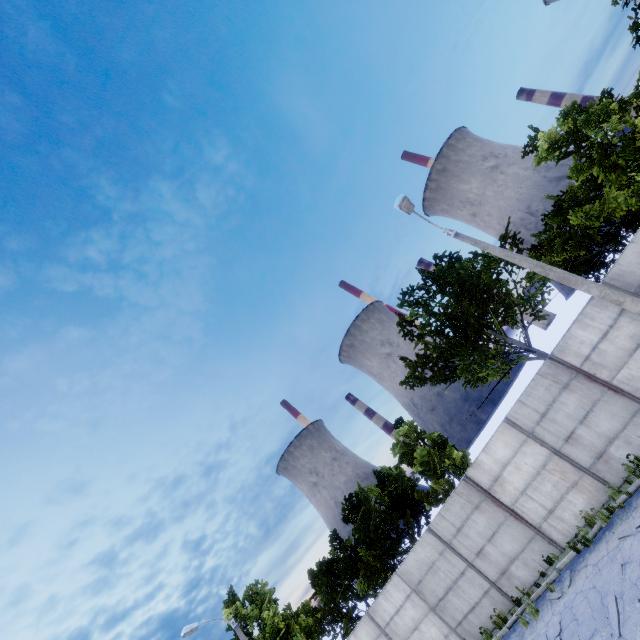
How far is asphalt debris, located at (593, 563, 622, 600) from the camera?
8.20m

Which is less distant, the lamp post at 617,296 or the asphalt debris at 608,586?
the asphalt debris at 608,586

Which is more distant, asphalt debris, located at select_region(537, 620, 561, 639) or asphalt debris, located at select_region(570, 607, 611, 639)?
asphalt debris, located at select_region(537, 620, 561, 639)

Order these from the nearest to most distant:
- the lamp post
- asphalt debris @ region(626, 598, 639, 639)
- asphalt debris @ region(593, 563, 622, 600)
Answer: asphalt debris @ region(626, 598, 639, 639) → asphalt debris @ region(593, 563, 622, 600) → the lamp post

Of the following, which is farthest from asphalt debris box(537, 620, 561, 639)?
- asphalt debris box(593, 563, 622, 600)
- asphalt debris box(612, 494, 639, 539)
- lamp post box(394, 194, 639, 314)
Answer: lamp post box(394, 194, 639, 314)

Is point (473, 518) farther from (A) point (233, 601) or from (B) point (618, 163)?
(A) point (233, 601)

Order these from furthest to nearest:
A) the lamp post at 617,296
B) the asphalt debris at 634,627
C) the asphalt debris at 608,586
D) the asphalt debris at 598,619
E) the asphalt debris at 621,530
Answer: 1. the lamp post at 617,296
2. the asphalt debris at 621,530
3. the asphalt debris at 608,586
4. the asphalt debris at 598,619
5. the asphalt debris at 634,627

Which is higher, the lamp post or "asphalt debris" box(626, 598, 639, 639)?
the lamp post
